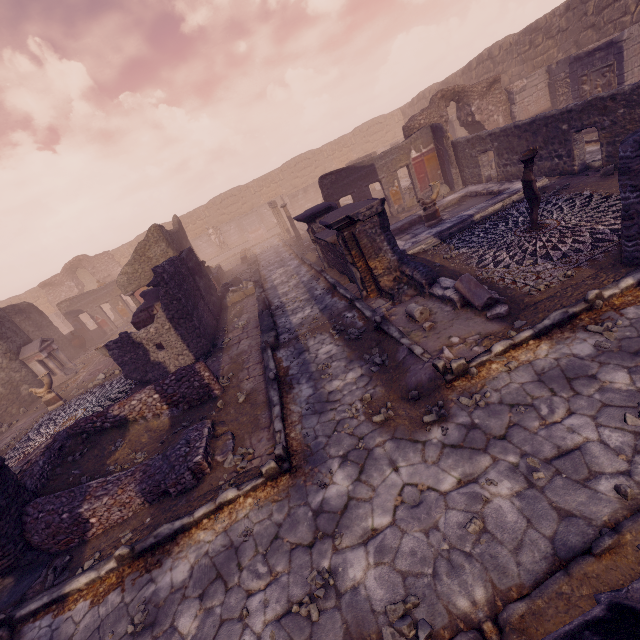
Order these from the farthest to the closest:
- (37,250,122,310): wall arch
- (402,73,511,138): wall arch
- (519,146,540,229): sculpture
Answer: (37,250,122,310): wall arch → (402,73,511,138): wall arch → (519,146,540,229): sculpture

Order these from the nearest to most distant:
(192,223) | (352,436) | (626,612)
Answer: (626,612)
(352,436)
(192,223)

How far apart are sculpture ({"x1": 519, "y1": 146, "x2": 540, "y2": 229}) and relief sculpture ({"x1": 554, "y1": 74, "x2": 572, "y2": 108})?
11.0 meters

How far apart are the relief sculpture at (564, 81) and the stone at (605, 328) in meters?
15.0

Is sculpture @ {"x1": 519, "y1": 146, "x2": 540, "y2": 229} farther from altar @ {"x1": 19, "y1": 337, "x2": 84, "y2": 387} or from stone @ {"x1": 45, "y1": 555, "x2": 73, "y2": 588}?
altar @ {"x1": 19, "y1": 337, "x2": 84, "y2": 387}

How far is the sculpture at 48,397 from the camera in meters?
11.4

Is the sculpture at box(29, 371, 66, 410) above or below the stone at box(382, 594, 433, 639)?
above

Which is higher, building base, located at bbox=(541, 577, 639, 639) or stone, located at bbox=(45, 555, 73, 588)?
building base, located at bbox=(541, 577, 639, 639)
